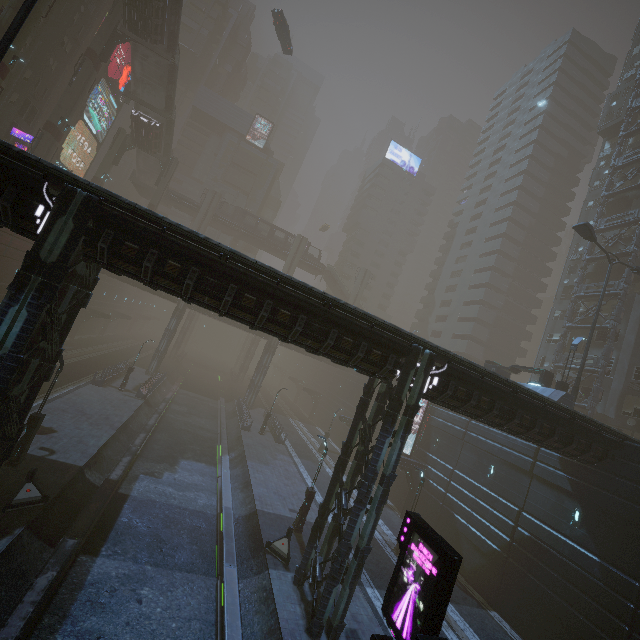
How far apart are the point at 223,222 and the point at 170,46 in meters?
25.2

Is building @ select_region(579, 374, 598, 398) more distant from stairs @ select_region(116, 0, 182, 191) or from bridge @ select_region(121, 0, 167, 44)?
bridge @ select_region(121, 0, 167, 44)

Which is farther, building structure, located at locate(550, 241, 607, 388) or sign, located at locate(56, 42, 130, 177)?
sign, located at locate(56, 42, 130, 177)

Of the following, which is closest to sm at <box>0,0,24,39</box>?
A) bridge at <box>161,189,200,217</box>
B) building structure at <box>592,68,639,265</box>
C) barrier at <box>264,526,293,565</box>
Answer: bridge at <box>161,189,200,217</box>

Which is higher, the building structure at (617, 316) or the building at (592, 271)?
the building at (592, 271)

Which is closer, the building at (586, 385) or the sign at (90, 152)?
the building at (586, 385)

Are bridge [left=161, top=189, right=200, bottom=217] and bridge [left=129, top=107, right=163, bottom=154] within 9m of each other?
yes

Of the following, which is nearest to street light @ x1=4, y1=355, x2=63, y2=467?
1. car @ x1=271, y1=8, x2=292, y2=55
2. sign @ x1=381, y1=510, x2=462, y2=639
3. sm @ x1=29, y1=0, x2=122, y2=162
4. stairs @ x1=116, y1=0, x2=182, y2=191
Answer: sign @ x1=381, y1=510, x2=462, y2=639
